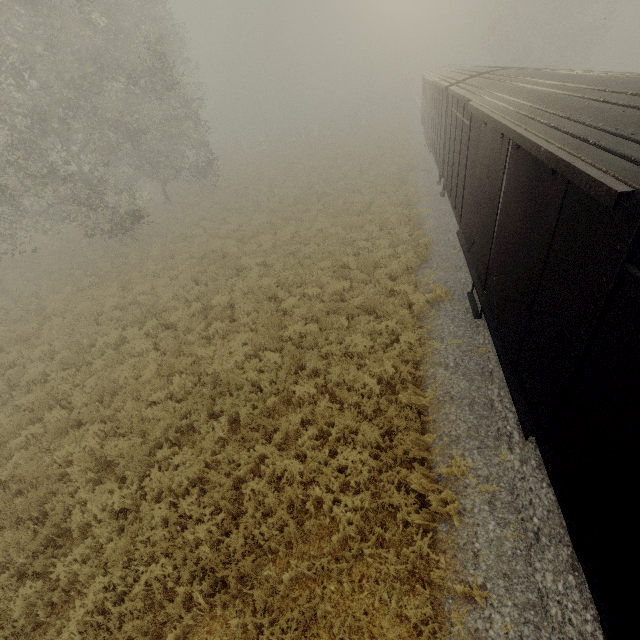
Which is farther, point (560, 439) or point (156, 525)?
point (156, 525)

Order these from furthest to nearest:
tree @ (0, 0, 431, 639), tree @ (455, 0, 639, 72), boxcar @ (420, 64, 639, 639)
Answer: tree @ (455, 0, 639, 72) < tree @ (0, 0, 431, 639) < boxcar @ (420, 64, 639, 639)

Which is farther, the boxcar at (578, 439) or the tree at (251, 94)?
the tree at (251, 94)

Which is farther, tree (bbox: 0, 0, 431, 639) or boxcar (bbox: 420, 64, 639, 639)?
tree (bbox: 0, 0, 431, 639)

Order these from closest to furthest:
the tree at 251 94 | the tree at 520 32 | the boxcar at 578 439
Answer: the boxcar at 578 439, the tree at 251 94, the tree at 520 32

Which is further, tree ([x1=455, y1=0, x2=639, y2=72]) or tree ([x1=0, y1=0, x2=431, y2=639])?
tree ([x1=455, y1=0, x2=639, y2=72])
